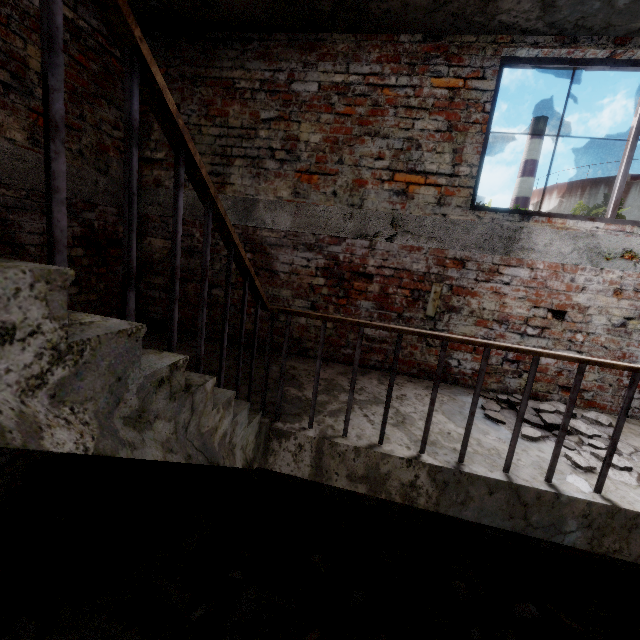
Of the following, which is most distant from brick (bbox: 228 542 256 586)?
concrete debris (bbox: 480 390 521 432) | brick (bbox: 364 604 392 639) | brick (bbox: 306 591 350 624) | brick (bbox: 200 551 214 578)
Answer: concrete debris (bbox: 480 390 521 432)

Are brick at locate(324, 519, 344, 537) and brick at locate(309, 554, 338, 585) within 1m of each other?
yes

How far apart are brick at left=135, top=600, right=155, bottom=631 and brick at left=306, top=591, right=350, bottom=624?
1.3 meters

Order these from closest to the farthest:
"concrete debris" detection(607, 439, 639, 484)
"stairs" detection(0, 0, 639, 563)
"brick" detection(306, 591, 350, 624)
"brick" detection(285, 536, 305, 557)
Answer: "stairs" detection(0, 0, 639, 563), "concrete debris" detection(607, 439, 639, 484), "brick" detection(306, 591, 350, 624), "brick" detection(285, 536, 305, 557)

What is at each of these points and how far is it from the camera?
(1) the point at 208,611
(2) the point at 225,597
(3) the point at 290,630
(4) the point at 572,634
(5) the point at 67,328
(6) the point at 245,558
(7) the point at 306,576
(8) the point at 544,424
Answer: (1) brick, 2.6m
(2) brick, 2.7m
(3) brick, 2.5m
(4) brick, 2.8m
(5) stairs, 0.6m
(6) brick, 2.9m
(7) brick, 3.0m
(8) concrete debris, 2.7m

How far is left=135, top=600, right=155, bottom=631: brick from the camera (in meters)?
2.45

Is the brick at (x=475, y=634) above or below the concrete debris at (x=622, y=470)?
below

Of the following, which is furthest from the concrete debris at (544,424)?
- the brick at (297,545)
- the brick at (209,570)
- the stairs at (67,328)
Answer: the brick at (209,570)
